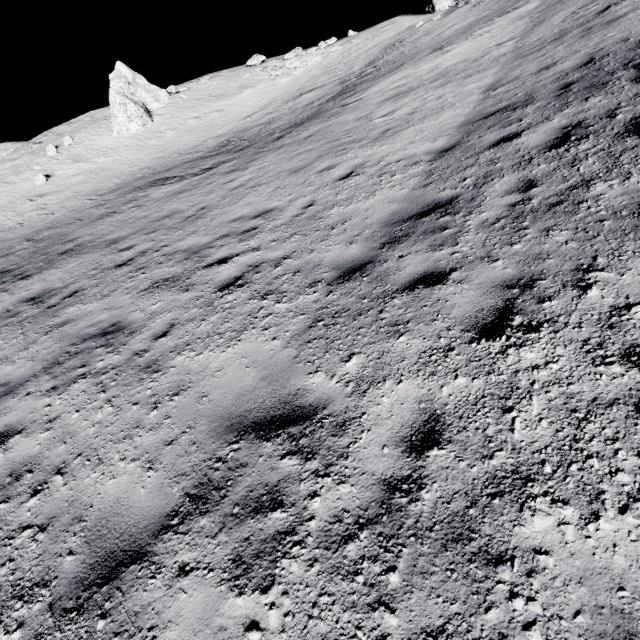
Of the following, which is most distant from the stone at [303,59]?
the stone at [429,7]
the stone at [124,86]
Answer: the stone at [429,7]

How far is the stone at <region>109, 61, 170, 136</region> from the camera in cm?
2121

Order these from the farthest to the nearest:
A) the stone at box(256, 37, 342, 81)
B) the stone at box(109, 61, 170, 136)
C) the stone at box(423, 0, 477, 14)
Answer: the stone at box(256, 37, 342, 81)
the stone at box(109, 61, 170, 136)
the stone at box(423, 0, 477, 14)

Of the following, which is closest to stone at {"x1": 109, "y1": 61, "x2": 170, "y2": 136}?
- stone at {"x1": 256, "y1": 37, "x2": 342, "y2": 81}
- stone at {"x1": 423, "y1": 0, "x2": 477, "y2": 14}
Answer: stone at {"x1": 256, "y1": 37, "x2": 342, "y2": 81}

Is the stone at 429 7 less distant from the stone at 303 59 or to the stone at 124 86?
the stone at 303 59

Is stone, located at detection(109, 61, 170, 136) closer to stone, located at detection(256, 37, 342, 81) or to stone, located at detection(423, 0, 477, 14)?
stone, located at detection(256, 37, 342, 81)

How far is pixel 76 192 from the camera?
16.41m
